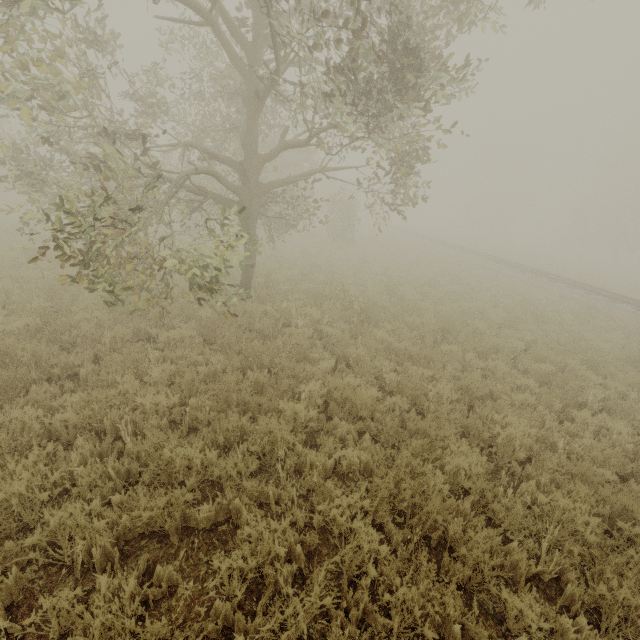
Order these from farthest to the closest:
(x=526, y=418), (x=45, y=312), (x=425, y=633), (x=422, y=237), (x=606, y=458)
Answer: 1. (x=422, y=237)
2. (x=45, y=312)
3. (x=526, y=418)
4. (x=606, y=458)
5. (x=425, y=633)
